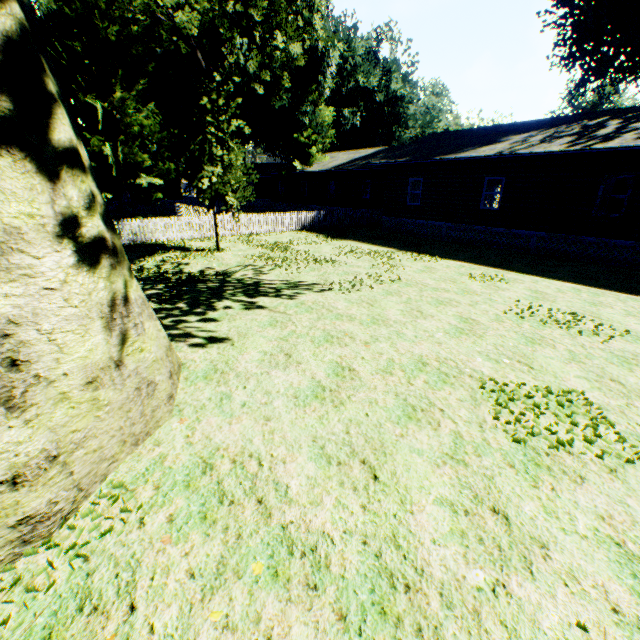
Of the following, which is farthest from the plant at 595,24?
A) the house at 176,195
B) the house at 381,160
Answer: the house at 176,195

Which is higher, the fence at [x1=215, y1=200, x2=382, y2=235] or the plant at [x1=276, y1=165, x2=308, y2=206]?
the plant at [x1=276, y1=165, x2=308, y2=206]

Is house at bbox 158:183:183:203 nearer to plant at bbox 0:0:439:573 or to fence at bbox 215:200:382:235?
fence at bbox 215:200:382:235

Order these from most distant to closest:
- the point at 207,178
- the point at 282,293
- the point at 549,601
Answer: the point at 207,178 < the point at 282,293 < the point at 549,601

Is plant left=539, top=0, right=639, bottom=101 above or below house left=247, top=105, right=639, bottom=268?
above

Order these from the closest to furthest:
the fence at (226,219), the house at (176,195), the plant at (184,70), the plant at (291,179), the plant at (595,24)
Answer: the plant at (184,70) → the plant at (595,24) → the fence at (226,219) → the plant at (291,179) → the house at (176,195)

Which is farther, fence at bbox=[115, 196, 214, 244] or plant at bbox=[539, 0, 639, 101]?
plant at bbox=[539, 0, 639, 101]

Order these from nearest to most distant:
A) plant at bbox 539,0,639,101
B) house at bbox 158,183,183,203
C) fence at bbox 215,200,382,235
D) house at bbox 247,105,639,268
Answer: house at bbox 247,105,639,268 < plant at bbox 539,0,639,101 < fence at bbox 215,200,382,235 < house at bbox 158,183,183,203
